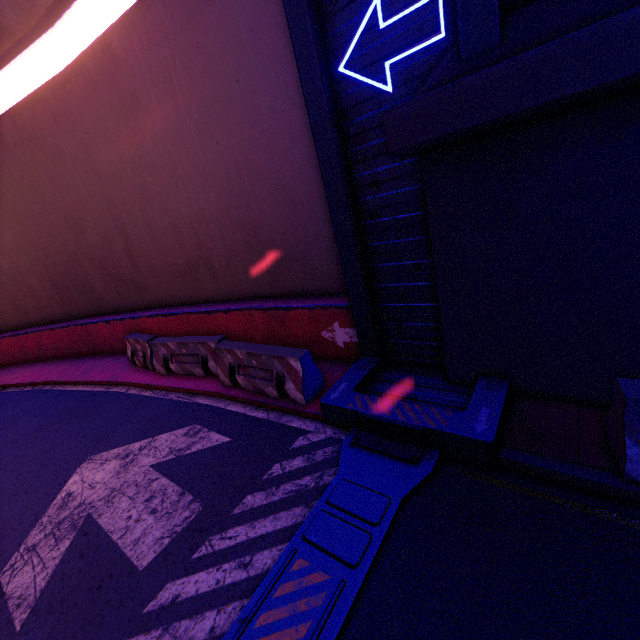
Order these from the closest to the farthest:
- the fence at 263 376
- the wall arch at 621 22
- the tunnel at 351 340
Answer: the wall arch at 621 22
the tunnel at 351 340
the fence at 263 376

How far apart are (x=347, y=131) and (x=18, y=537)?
7.58m

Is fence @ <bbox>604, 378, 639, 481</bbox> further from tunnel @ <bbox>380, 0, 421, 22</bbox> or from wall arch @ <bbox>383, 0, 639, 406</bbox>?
tunnel @ <bbox>380, 0, 421, 22</bbox>

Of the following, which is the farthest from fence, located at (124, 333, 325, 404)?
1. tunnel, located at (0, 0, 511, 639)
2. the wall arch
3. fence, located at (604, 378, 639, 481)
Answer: fence, located at (604, 378, 639, 481)

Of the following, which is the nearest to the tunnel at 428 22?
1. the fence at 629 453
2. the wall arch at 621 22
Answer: the wall arch at 621 22

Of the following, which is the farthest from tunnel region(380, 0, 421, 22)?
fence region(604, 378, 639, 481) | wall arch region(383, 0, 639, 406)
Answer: fence region(604, 378, 639, 481)

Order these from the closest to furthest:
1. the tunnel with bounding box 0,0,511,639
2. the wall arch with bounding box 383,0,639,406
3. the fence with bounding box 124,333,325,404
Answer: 1. the wall arch with bounding box 383,0,639,406
2. the tunnel with bounding box 0,0,511,639
3. the fence with bounding box 124,333,325,404
